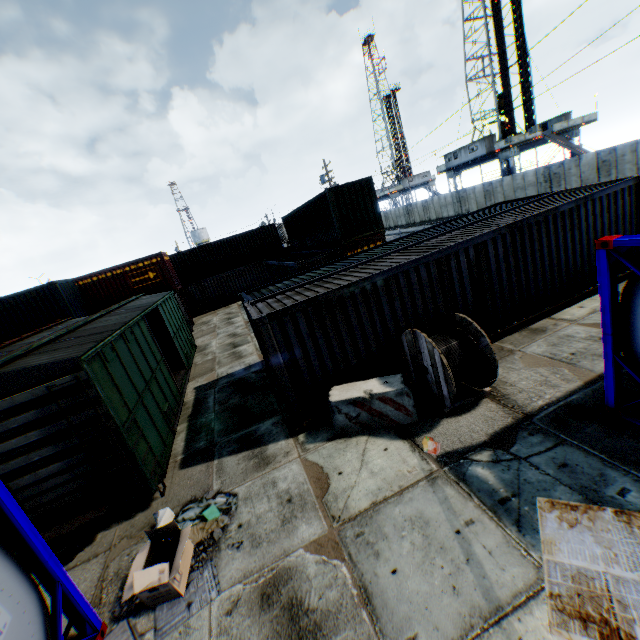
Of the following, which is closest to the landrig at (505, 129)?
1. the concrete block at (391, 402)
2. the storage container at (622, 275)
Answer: the storage container at (622, 275)

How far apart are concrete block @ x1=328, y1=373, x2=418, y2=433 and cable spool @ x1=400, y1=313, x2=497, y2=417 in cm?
21

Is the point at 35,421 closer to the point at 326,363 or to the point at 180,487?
the point at 180,487

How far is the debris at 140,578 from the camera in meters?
4.6 m

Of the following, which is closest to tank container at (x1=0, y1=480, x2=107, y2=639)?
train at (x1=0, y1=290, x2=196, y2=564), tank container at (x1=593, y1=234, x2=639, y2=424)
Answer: train at (x1=0, y1=290, x2=196, y2=564)

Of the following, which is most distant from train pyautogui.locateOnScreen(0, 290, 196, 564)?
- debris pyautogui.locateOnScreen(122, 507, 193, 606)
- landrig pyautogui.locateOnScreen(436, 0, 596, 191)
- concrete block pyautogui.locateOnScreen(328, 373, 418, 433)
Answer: landrig pyautogui.locateOnScreen(436, 0, 596, 191)

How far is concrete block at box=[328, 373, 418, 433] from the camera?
6.7m

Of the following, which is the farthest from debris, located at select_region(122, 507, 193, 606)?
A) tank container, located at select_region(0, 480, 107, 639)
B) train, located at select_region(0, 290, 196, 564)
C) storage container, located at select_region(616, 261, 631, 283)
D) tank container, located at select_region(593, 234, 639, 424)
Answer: tank container, located at select_region(593, 234, 639, 424)
